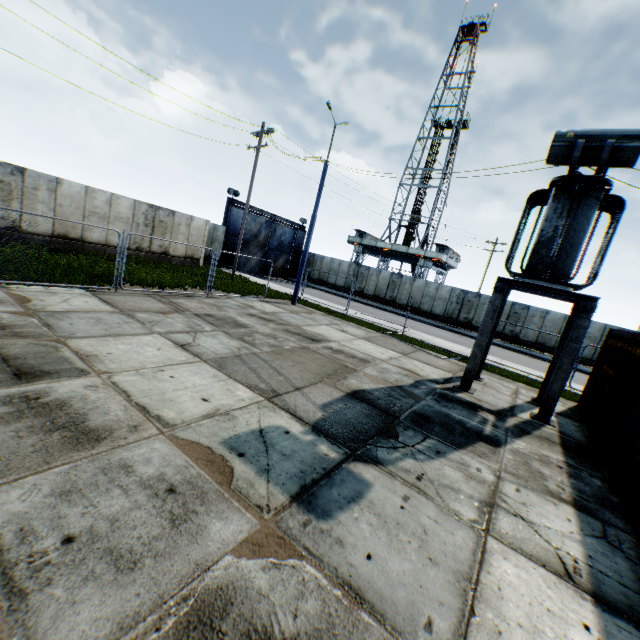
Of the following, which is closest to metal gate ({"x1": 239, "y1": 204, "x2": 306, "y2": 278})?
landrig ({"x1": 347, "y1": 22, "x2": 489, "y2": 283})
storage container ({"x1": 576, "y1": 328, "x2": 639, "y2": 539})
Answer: landrig ({"x1": 347, "y1": 22, "x2": 489, "y2": 283})

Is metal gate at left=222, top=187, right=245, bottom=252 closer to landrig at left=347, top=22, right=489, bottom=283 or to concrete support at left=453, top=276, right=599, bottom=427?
landrig at left=347, top=22, right=489, bottom=283

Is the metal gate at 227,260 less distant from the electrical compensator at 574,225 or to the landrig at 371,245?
the landrig at 371,245

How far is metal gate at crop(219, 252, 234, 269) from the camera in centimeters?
2867cm

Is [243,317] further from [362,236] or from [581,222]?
[362,236]

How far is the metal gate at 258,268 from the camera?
30.69m

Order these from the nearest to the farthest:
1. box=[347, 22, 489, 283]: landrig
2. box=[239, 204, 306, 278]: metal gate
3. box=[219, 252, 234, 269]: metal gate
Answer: box=[219, 252, 234, 269]: metal gate < box=[239, 204, 306, 278]: metal gate < box=[347, 22, 489, 283]: landrig
